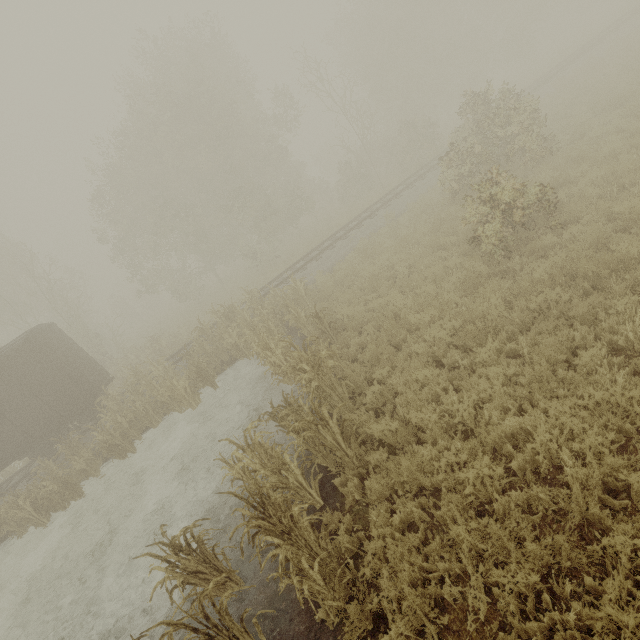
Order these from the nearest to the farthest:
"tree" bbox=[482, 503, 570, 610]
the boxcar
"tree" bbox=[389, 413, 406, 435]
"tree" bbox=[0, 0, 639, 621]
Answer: "tree" bbox=[482, 503, 570, 610] → "tree" bbox=[0, 0, 639, 621] → "tree" bbox=[389, 413, 406, 435] → the boxcar

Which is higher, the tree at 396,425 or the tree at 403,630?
the tree at 396,425

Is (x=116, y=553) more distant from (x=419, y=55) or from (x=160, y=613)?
(x=419, y=55)

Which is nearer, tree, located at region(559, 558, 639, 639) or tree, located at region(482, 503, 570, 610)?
tree, located at region(559, 558, 639, 639)

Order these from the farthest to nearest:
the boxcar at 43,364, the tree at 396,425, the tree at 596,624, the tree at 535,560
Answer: the boxcar at 43,364
the tree at 396,425
the tree at 535,560
the tree at 596,624

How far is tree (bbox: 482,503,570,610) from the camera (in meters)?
3.37
